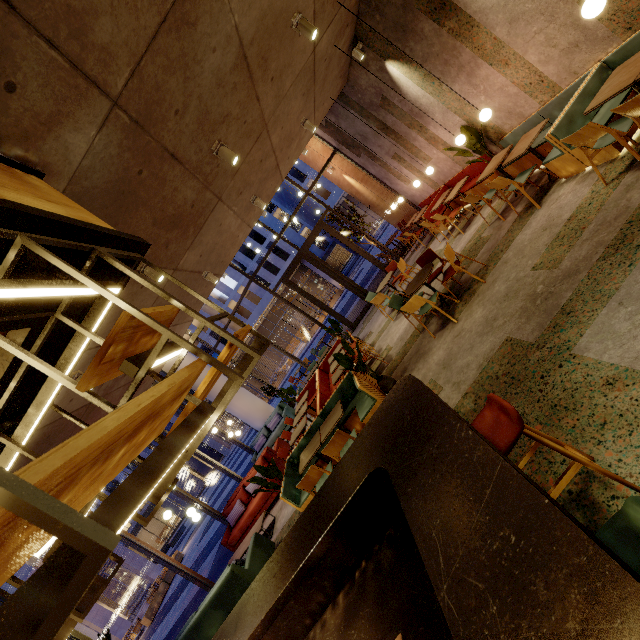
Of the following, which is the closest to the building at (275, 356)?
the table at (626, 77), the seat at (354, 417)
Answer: the seat at (354, 417)

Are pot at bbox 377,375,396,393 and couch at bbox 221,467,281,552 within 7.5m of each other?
yes

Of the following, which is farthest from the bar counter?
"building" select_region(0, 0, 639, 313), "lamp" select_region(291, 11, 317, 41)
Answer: "lamp" select_region(291, 11, 317, 41)

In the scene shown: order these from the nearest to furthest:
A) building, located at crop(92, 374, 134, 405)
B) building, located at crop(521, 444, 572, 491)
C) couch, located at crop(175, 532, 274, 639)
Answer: building, located at crop(521, 444, 572, 491), couch, located at crop(175, 532, 274, 639), building, located at crop(92, 374, 134, 405)

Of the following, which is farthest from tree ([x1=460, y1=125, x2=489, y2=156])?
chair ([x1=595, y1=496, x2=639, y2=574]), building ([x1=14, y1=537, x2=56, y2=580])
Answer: building ([x1=14, y1=537, x2=56, y2=580])

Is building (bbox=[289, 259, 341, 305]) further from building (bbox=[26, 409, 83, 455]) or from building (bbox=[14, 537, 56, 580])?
building (bbox=[26, 409, 83, 455])

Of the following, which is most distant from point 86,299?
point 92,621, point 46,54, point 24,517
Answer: point 92,621

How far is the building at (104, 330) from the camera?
4.7m
